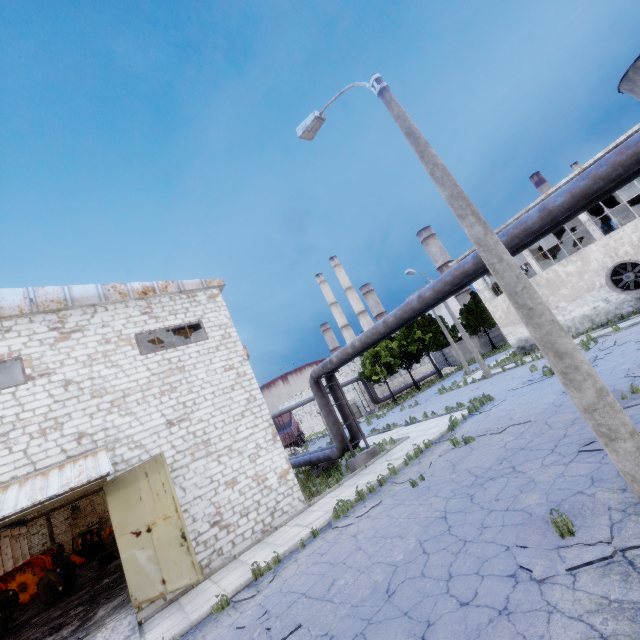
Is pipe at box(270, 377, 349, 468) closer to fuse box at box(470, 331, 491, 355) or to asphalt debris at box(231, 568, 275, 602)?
asphalt debris at box(231, 568, 275, 602)

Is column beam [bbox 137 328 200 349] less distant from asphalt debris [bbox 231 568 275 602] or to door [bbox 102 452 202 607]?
door [bbox 102 452 202 607]

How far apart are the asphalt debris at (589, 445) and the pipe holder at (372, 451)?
9.7 meters

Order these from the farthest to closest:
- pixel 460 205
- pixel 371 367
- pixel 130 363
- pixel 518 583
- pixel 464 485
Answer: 1. pixel 371 367
2. pixel 130 363
3. pixel 464 485
4. pixel 460 205
5. pixel 518 583

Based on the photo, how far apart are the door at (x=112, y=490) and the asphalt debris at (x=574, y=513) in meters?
8.6

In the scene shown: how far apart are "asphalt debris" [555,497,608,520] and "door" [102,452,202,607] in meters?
8.6 m

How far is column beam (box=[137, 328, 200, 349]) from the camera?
17.9m

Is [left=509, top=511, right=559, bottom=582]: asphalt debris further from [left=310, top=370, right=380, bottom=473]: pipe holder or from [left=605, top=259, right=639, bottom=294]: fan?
[left=605, top=259, right=639, bottom=294]: fan
